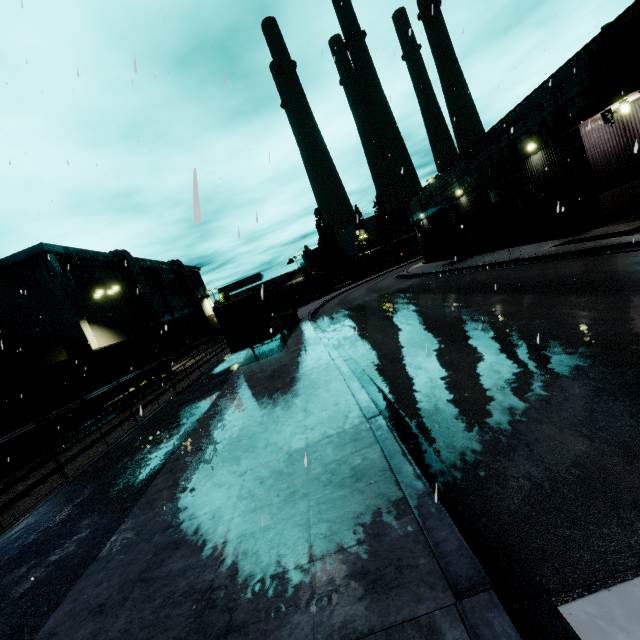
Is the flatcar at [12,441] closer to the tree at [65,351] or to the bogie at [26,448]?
the bogie at [26,448]

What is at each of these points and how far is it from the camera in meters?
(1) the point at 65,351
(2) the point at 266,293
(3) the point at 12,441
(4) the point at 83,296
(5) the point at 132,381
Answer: (1) tree, 30.8
(2) semi trailer, 20.4
(3) flatcar, 14.0
(4) building, 33.6
(5) flatcar, 23.3

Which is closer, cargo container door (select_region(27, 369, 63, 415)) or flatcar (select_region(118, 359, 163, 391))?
cargo container door (select_region(27, 369, 63, 415))

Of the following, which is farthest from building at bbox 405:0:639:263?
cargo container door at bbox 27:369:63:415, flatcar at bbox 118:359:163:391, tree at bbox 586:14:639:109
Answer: cargo container door at bbox 27:369:63:415

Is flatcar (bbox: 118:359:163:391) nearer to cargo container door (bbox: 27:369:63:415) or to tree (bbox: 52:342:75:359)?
cargo container door (bbox: 27:369:63:415)

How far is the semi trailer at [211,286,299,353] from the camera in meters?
17.7 m

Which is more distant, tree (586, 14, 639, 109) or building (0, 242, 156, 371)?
building (0, 242, 156, 371)

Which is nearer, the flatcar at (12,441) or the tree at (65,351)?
the flatcar at (12,441)
